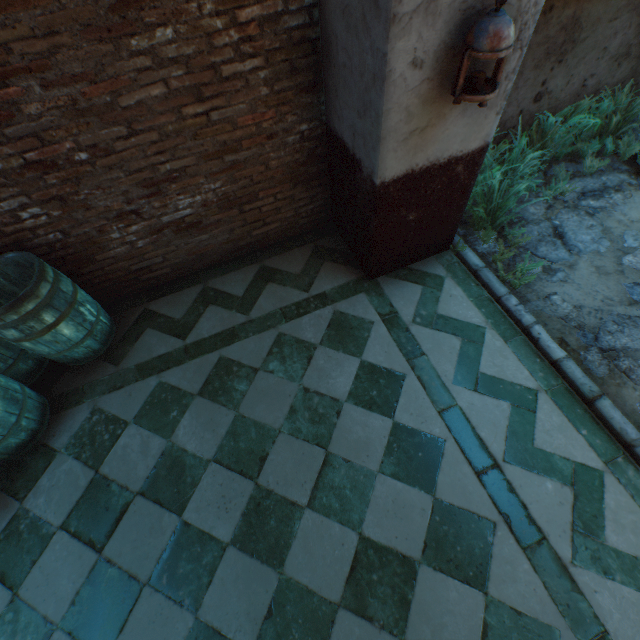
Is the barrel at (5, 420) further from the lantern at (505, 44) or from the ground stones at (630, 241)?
the ground stones at (630, 241)

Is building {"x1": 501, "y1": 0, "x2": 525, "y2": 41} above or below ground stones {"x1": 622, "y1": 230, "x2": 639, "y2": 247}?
above

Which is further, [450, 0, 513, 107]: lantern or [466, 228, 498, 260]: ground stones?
[466, 228, 498, 260]: ground stones

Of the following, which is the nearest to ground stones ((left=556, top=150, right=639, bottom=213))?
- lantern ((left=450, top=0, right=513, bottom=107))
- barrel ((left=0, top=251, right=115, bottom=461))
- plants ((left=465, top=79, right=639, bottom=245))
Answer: plants ((left=465, top=79, right=639, bottom=245))

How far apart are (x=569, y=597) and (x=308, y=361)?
2.41m

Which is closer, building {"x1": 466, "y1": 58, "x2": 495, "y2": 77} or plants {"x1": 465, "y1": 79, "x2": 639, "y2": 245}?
building {"x1": 466, "y1": 58, "x2": 495, "y2": 77}

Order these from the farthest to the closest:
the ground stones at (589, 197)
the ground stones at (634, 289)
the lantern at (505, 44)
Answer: the ground stones at (589, 197) < the ground stones at (634, 289) < the lantern at (505, 44)
